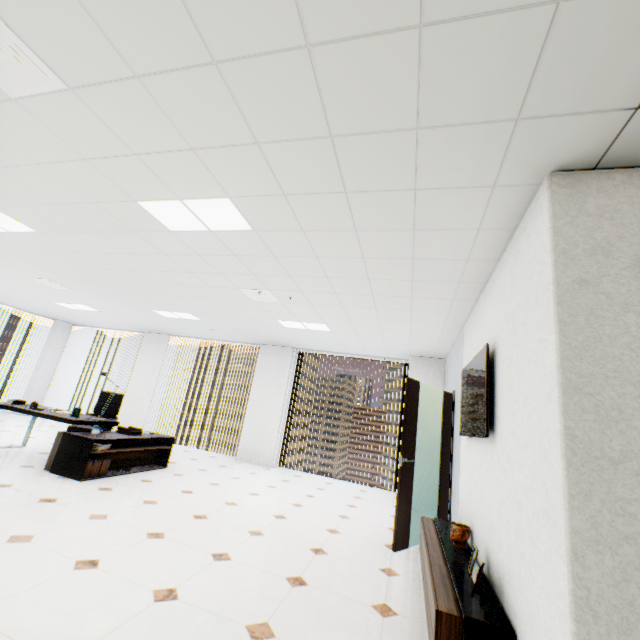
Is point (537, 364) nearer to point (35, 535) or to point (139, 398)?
point (35, 535)

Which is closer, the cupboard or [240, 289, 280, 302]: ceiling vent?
the cupboard

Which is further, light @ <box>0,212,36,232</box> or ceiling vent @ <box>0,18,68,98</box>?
light @ <box>0,212,36,232</box>

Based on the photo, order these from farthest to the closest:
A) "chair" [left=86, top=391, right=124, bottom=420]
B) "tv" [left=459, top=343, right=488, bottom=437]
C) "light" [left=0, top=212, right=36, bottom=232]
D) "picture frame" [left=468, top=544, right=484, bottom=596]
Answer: "chair" [left=86, top=391, right=124, bottom=420], "light" [left=0, top=212, right=36, bottom=232], "tv" [left=459, top=343, right=488, bottom=437], "picture frame" [left=468, top=544, right=484, bottom=596]

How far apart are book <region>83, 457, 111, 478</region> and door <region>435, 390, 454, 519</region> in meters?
4.9

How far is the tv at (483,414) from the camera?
2.76m

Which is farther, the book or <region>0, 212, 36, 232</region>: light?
the book

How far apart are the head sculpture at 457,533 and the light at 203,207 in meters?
3.6
